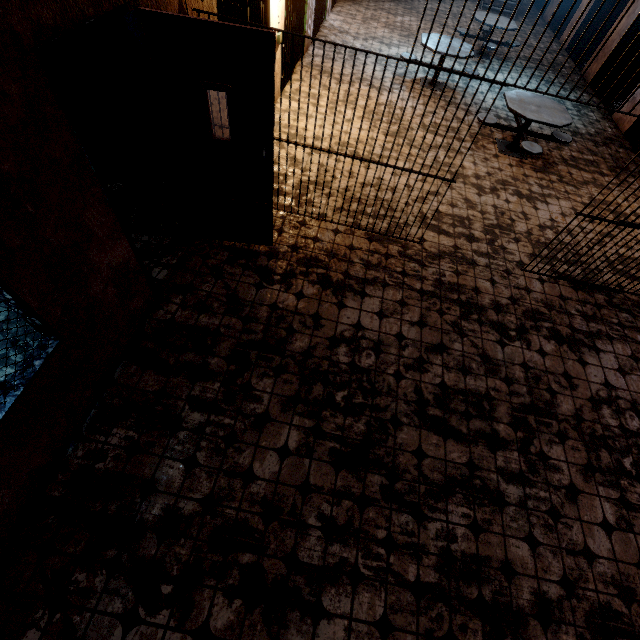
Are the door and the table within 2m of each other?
no

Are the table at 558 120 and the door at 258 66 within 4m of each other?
no

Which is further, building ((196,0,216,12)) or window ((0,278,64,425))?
building ((196,0,216,12))

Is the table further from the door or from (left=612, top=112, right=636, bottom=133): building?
the door

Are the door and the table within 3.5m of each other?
no

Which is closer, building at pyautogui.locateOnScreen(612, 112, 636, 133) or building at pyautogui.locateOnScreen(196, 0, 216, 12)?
building at pyautogui.locateOnScreen(196, 0, 216, 12)

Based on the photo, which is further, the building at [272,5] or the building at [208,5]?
the building at [272,5]

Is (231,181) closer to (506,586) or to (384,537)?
(384,537)
